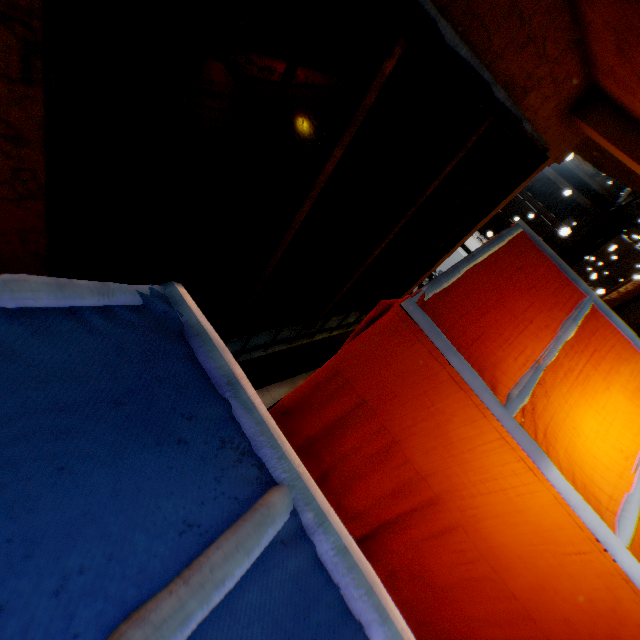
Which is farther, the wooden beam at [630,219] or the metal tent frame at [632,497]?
the wooden beam at [630,219]

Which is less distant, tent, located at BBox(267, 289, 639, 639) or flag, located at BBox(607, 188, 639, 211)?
tent, located at BBox(267, 289, 639, 639)

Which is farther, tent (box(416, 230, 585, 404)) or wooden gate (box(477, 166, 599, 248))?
wooden gate (box(477, 166, 599, 248))

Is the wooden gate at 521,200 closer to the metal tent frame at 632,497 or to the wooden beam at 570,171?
the wooden beam at 570,171

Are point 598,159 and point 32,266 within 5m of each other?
no

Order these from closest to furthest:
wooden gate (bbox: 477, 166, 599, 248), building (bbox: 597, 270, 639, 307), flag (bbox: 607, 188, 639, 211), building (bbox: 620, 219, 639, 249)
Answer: flag (bbox: 607, 188, 639, 211) → wooden gate (bbox: 477, 166, 599, 248) → building (bbox: 597, 270, 639, 307) → building (bbox: 620, 219, 639, 249)

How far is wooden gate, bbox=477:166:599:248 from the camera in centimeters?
1095cm

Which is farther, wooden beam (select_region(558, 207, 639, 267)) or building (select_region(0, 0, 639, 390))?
wooden beam (select_region(558, 207, 639, 267))
